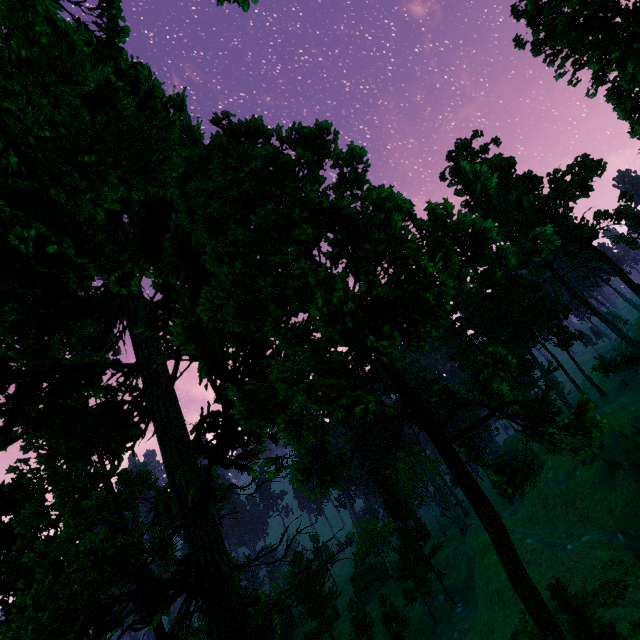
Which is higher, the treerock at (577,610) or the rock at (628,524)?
the treerock at (577,610)

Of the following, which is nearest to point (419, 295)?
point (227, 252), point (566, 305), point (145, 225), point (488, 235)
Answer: point (488, 235)

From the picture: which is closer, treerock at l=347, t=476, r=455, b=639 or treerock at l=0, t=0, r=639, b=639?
treerock at l=0, t=0, r=639, b=639

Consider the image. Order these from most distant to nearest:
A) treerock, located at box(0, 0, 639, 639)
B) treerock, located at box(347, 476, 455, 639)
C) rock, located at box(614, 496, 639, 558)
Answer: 1. treerock, located at box(347, 476, 455, 639)
2. rock, located at box(614, 496, 639, 558)
3. treerock, located at box(0, 0, 639, 639)

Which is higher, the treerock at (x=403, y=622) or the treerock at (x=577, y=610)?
the treerock at (x=577, y=610)

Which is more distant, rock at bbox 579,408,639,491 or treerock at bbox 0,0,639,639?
rock at bbox 579,408,639,491
